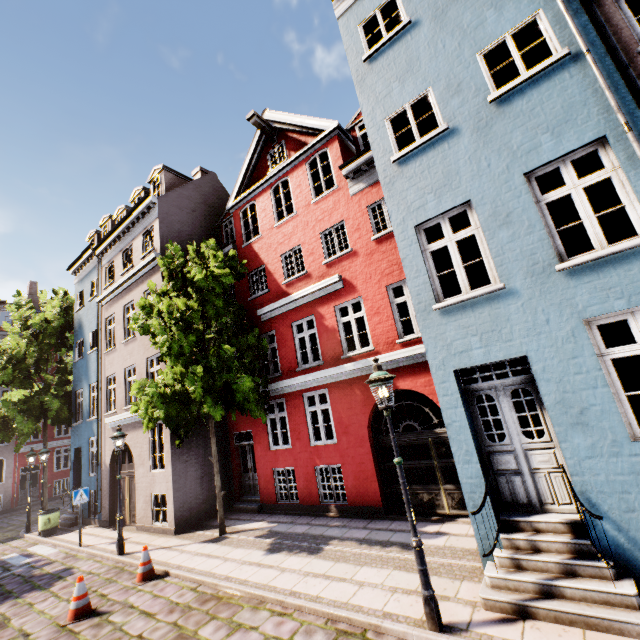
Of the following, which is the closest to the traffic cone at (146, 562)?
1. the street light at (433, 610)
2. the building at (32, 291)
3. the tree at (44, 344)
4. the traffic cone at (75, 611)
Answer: → the traffic cone at (75, 611)

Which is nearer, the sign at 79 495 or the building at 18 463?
the sign at 79 495

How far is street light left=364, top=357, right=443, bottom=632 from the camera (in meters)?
4.53

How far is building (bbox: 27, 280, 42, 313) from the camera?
33.4m

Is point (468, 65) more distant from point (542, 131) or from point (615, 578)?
point (615, 578)

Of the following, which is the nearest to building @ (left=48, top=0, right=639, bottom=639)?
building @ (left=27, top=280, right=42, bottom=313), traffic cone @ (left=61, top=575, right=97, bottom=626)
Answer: building @ (left=27, top=280, right=42, bottom=313)

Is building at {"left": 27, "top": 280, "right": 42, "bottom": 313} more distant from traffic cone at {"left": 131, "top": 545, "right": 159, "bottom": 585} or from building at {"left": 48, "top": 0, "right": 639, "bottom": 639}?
traffic cone at {"left": 131, "top": 545, "right": 159, "bottom": 585}

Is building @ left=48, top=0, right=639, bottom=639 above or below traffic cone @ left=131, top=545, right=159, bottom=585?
above
